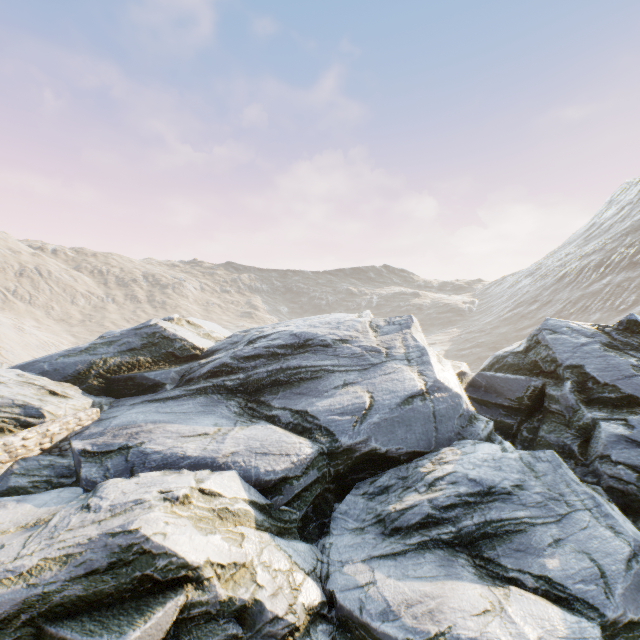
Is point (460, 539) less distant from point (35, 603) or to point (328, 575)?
point (328, 575)
